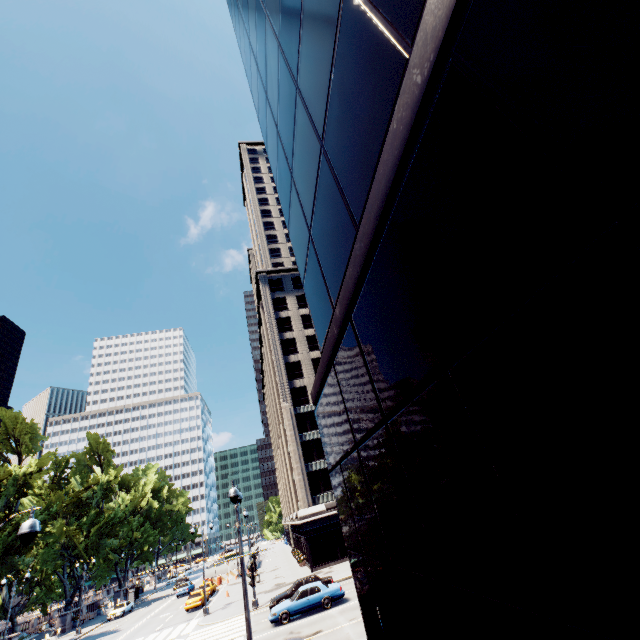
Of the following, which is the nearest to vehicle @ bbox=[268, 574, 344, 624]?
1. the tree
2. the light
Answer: the light

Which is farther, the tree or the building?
the tree

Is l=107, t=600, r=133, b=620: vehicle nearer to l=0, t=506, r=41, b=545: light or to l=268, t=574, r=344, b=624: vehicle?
l=268, t=574, r=344, b=624: vehicle

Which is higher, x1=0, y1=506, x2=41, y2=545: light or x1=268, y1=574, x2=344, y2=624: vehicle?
x1=0, y1=506, x2=41, y2=545: light

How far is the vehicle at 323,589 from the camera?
21.4m

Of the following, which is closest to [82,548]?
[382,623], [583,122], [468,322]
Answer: [382,623]

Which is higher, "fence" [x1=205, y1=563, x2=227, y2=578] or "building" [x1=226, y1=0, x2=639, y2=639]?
"building" [x1=226, y1=0, x2=639, y2=639]

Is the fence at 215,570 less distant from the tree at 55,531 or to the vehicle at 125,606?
the vehicle at 125,606
